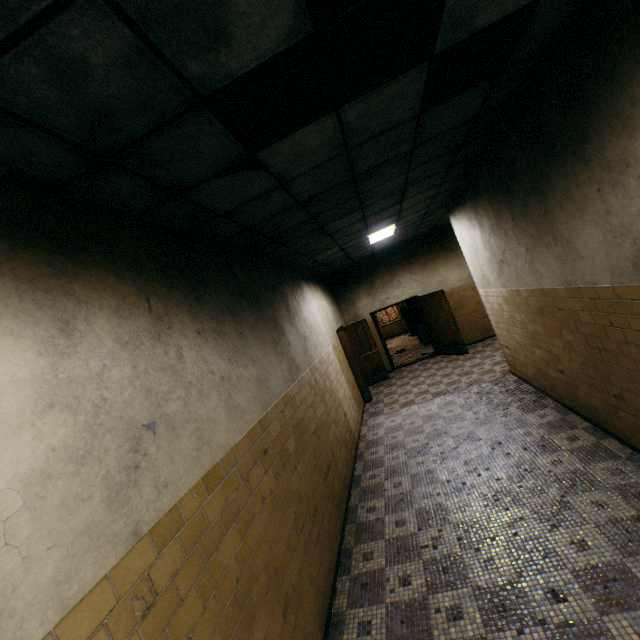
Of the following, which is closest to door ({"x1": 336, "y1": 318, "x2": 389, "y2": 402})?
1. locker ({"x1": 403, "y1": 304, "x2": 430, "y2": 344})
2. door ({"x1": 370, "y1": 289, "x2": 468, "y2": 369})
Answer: door ({"x1": 370, "y1": 289, "x2": 468, "y2": 369})

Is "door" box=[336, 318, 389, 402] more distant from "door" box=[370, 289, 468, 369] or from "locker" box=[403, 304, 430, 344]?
"locker" box=[403, 304, 430, 344]

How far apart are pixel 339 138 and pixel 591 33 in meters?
1.8

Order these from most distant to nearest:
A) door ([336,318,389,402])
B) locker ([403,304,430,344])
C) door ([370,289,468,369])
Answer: locker ([403,304,430,344]), door ([370,289,468,369]), door ([336,318,389,402])

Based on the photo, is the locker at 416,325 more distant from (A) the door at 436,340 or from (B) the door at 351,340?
(B) the door at 351,340

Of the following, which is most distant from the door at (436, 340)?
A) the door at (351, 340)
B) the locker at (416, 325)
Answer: the locker at (416, 325)
